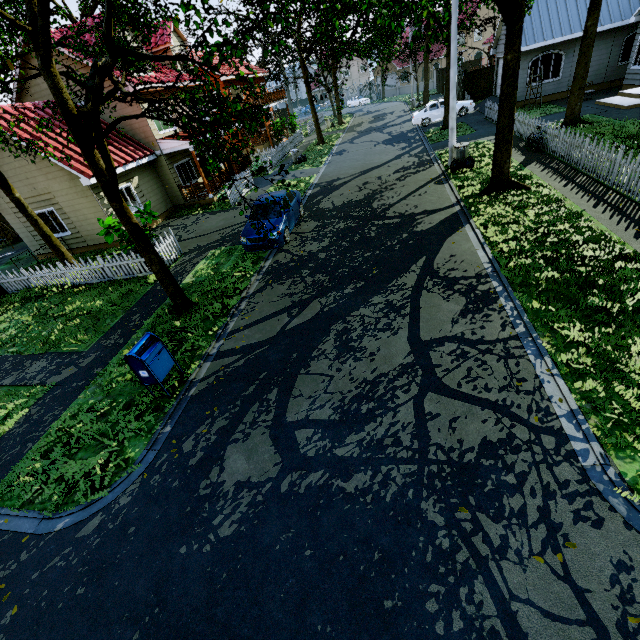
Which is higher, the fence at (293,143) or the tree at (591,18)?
the tree at (591,18)

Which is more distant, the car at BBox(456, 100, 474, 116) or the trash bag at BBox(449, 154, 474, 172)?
the car at BBox(456, 100, 474, 116)

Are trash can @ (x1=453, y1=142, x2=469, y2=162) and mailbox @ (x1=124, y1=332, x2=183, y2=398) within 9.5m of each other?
no

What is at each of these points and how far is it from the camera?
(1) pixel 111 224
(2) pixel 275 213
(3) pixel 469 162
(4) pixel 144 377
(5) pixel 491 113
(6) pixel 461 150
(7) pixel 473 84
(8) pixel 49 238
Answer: (1) plant, 12.23m
(2) car, 14.16m
(3) trash bag, 14.26m
(4) mailbox, 6.57m
(5) fence, 21.06m
(6) trash can, 14.30m
(7) fence, 27.50m
(8) tree, 13.49m

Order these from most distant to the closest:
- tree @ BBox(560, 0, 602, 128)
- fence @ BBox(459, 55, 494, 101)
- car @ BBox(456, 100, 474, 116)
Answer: fence @ BBox(459, 55, 494, 101), car @ BBox(456, 100, 474, 116), tree @ BBox(560, 0, 602, 128)

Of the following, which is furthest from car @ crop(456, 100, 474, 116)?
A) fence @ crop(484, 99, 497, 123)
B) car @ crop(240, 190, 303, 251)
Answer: car @ crop(240, 190, 303, 251)

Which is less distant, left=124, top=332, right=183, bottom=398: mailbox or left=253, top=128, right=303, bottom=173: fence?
left=124, top=332, right=183, bottom=398: mailbox

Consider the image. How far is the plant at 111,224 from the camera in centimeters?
1223cm
